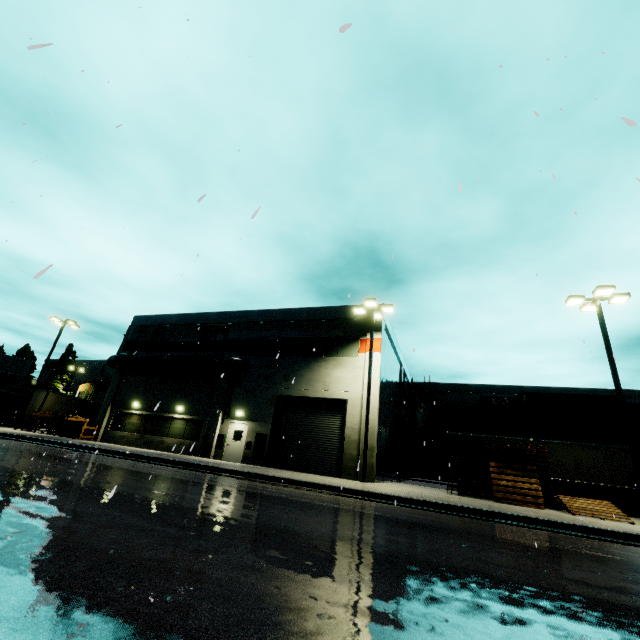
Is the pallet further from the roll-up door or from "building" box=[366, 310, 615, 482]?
the roll-up door

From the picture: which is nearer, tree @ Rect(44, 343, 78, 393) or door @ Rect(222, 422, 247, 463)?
door @ Rect(222, 422, 247, 463)

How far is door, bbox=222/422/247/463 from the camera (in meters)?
21.09

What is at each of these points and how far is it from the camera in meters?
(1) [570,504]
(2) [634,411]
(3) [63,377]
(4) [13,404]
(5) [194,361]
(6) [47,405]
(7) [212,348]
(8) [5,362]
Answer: (1) pallet, 13.5 m
(2) cargo container, 25.7 m
(3) tree, 53.8 m
(4) semi trailer, 40.0 m
(5) pipe, 23.8 m
(6) semi trailer, 33.0 m
(7) building, 25.4 m
(8) building, 51.7 m

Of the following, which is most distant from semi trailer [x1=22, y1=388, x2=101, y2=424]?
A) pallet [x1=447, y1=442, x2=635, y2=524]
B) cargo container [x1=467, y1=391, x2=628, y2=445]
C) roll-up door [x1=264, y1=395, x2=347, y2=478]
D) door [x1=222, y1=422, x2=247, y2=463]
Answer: door [x1=222, y1=422, x2=247, y2=463]

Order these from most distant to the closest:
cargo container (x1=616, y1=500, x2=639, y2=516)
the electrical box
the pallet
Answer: cargo container (x1=616, y1=500, x2=639, y2=516) < the electrical box < the pallet

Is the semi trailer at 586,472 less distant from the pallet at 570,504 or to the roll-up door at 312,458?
the roll-up door at 312,458

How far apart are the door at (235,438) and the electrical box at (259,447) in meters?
0.1
